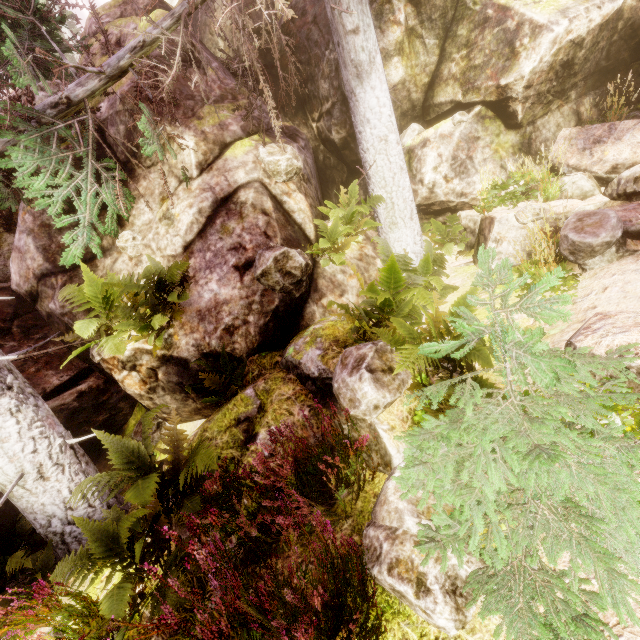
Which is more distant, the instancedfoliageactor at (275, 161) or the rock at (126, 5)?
the rock at (126, 5)

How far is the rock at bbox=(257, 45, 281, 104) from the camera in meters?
8.5 m

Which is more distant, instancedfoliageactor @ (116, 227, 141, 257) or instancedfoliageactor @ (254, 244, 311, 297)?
instancedfoliageactor @ (116, 227, 141, 257)

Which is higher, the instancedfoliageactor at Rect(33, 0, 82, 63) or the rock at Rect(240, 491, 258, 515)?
the instancedfoliageactor at Rect(33, 0, 82, 63)

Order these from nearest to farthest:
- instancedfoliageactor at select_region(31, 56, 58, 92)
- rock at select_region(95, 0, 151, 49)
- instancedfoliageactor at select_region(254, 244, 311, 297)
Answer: instancedfoliageactor at select_region(254, 244, 311, 297) → instancedfoliageactor at select_region(31, 56, 58, 92) → rock at select_region(95, 0, 151, 49)

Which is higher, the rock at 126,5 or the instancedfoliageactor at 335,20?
the rock at 126,5

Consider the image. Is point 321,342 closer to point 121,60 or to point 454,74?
point 121,60

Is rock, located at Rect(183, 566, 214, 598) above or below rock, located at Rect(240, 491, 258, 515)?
below
